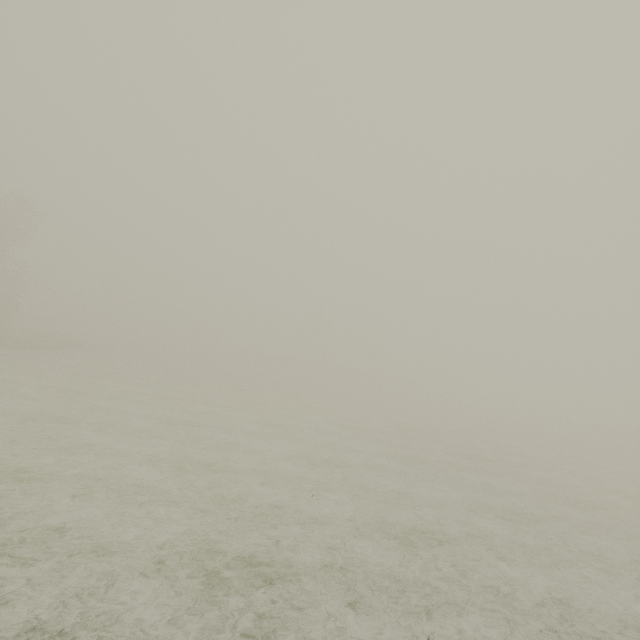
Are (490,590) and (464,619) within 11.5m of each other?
yes
